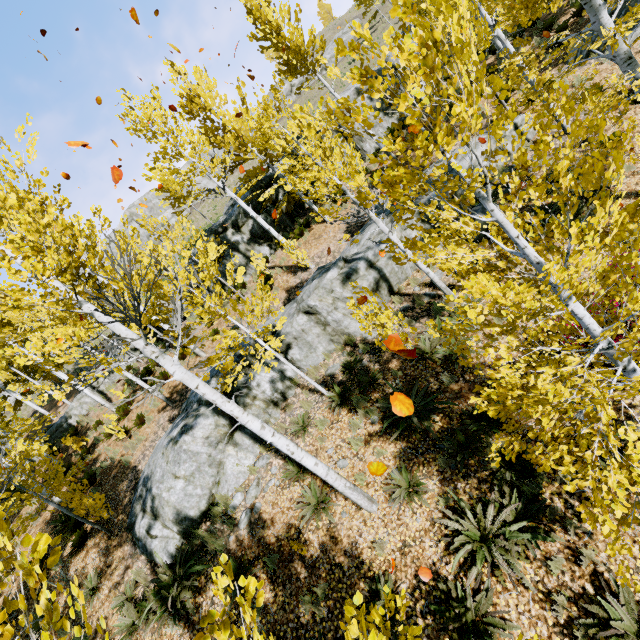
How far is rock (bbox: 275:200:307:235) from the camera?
17.4m

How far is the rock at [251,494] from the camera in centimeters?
808cm

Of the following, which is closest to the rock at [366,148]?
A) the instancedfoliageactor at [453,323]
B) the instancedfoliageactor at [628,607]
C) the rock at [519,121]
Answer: the instancedfoliageactor at [453,323]

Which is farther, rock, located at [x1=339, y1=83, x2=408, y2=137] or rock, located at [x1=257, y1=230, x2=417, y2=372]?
rock, located at [x1=339, y1=83, x2=408, y2=137]

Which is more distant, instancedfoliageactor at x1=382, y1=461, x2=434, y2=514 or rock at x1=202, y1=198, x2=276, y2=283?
rock at x1=202, y1=198, x2=276, y2=283

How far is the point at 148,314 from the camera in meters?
6.5 m

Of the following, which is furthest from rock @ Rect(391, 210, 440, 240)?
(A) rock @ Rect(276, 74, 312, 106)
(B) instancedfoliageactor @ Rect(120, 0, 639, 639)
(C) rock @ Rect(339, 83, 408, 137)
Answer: (A) rock @ Rect(276, 74, 312, 106)
